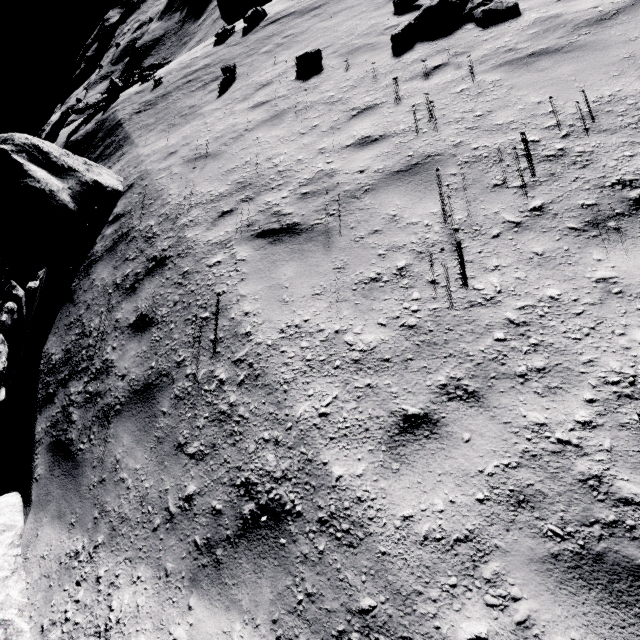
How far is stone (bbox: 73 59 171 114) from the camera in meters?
16.0

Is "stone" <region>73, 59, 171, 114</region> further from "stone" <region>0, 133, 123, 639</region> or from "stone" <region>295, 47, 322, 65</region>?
"stone" <region>295, 47, 322, 65</region>

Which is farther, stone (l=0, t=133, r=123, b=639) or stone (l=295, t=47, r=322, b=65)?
stone (l=295, t=47, r=322, b=65)

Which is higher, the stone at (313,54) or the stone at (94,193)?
the stone at (94,193)

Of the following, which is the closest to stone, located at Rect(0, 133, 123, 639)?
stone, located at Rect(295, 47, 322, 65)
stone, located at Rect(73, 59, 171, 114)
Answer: stone, located at Rect(295, 47, 322, 65)

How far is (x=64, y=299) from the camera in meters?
6.7

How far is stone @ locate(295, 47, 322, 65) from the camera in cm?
725

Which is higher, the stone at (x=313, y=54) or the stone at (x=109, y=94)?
the stone at (x=109, y=94)
